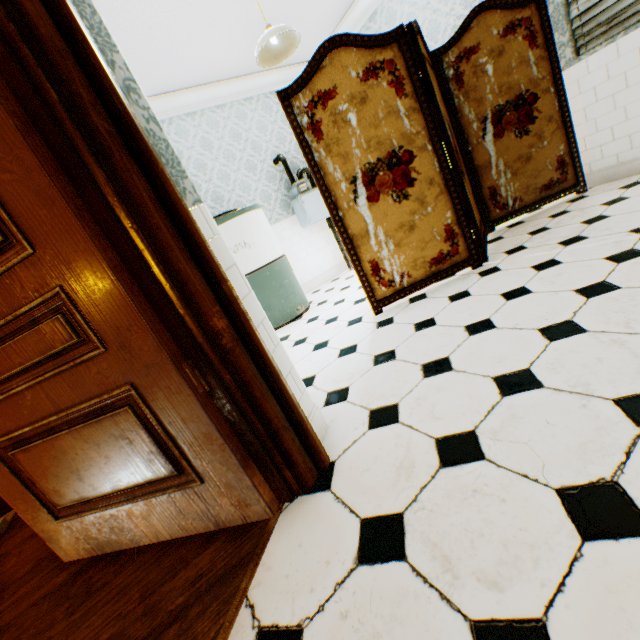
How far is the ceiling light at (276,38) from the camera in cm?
292

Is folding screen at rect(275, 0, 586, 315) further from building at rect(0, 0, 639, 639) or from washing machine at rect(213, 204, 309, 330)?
washing machine at rect(213, 204, 309, 330)

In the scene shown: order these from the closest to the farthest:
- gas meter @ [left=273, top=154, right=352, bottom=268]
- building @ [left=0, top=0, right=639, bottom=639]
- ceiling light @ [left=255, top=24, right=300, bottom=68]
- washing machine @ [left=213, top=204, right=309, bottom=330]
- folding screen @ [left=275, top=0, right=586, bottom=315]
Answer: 1. building @ [left=0, top=0, right=639, bottom=639]
2. folding screen @ [left=275, top=0, right=586, bottom=315]
3. ceiling light @ [left=255, top=24, right=300, bottom=68]
4. washing machine @ [left=213, top=204, right=309, bottom=330]
5. gas meter @ [left=273, top=154, right=352, bottom=268]

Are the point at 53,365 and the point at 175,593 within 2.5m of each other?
yes

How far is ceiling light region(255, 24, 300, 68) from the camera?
2.9 meters

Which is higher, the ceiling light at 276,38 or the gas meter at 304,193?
the ceiling light at 276,38

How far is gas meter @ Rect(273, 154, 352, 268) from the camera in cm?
478
